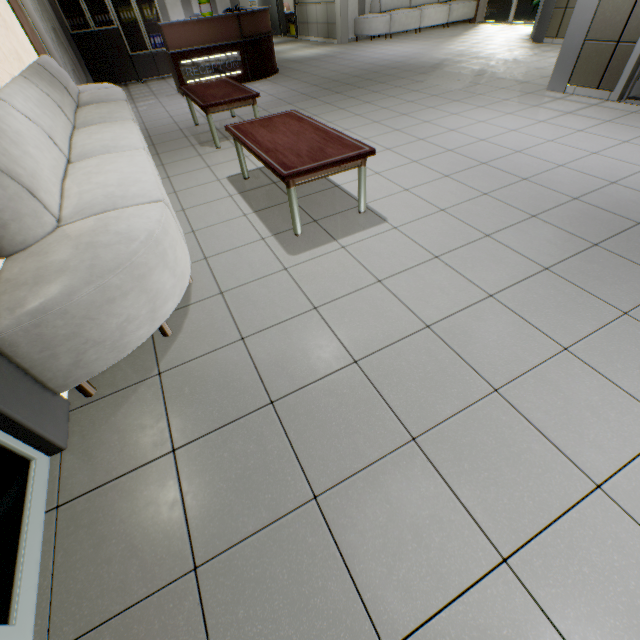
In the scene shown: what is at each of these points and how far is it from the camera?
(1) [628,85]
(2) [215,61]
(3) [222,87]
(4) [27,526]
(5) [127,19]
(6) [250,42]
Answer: (1) door, 4.3m
(2) sign, 7.0m
(3) table, 4.7m
(4) doorway, 1.3m
(5) document folder, 8.1m
(6) desk, 7.1m

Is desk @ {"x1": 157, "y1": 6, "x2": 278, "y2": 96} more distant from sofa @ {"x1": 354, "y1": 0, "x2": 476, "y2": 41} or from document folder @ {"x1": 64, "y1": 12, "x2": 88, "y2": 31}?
sofa @ {"x1": 354, "y1": 0, "x2": 476, "y2": 41}

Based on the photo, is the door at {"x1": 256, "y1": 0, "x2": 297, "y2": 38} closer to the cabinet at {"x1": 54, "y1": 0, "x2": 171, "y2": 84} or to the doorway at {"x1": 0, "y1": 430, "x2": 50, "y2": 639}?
the cabinet at {"x1": 54, "y1": 0, "x2": 171, "y2": 84}

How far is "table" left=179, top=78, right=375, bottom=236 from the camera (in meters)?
2.43

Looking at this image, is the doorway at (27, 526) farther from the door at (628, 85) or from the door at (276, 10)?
the door at (276, 10)

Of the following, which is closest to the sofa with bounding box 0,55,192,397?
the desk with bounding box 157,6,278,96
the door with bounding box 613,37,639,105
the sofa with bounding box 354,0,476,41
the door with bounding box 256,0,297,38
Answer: the desk with bounding box 157,6,278,96

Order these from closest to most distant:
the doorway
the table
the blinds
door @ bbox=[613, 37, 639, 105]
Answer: the doorway
the table
door @ bbox=[613, 37, 639, 105]
the blinds

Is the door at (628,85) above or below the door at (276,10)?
below
